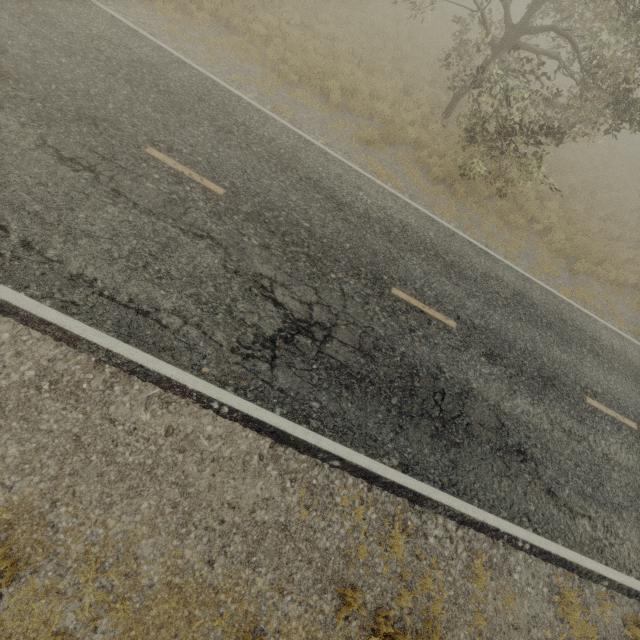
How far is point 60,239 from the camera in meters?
4.9 m
